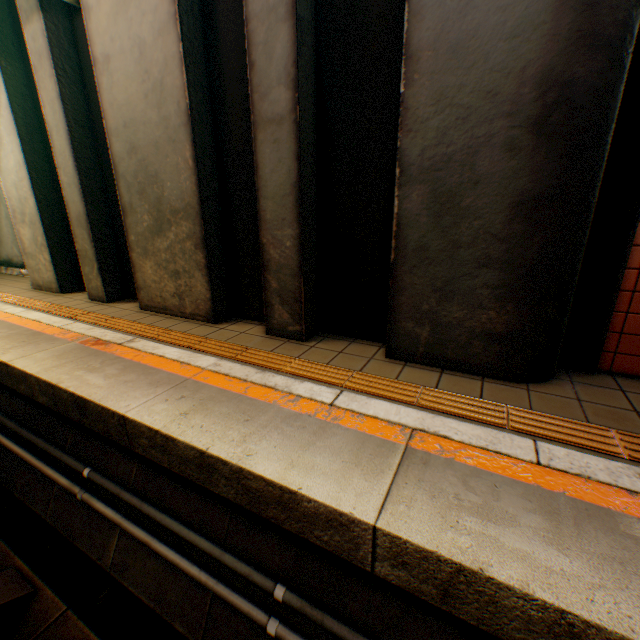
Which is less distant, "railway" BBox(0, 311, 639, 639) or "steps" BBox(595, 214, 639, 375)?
"railway" BBox(0, 311, 639, 639)

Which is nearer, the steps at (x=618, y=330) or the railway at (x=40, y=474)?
the railway at (x=40, y=474)

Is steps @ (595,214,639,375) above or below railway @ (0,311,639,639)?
above

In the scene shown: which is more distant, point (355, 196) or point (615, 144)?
point (355, 196)

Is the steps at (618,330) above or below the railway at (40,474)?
above
